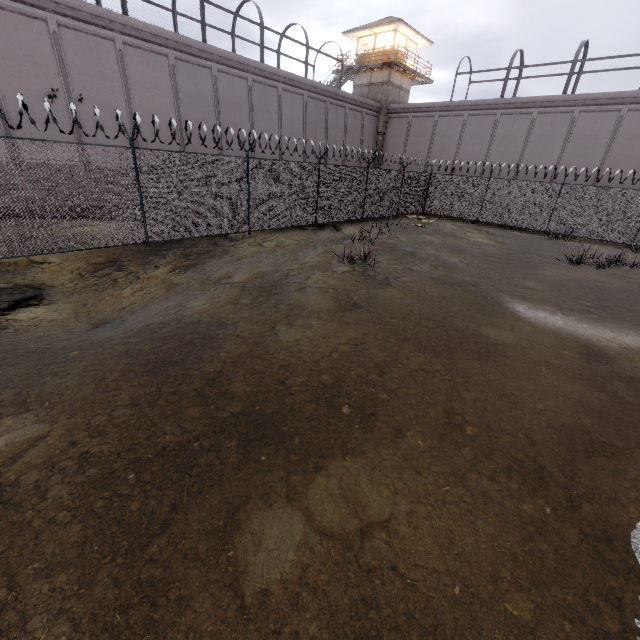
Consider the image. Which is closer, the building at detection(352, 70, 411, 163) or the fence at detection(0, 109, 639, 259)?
the fence at detection(0, 109, 639, 259)

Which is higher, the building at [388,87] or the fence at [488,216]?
the building at [388,87]

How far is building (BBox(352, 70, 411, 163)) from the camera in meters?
29.3

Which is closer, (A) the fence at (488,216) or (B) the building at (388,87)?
(A) the fence at (488,216)

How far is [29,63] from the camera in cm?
1316

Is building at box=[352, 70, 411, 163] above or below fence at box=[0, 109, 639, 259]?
above
